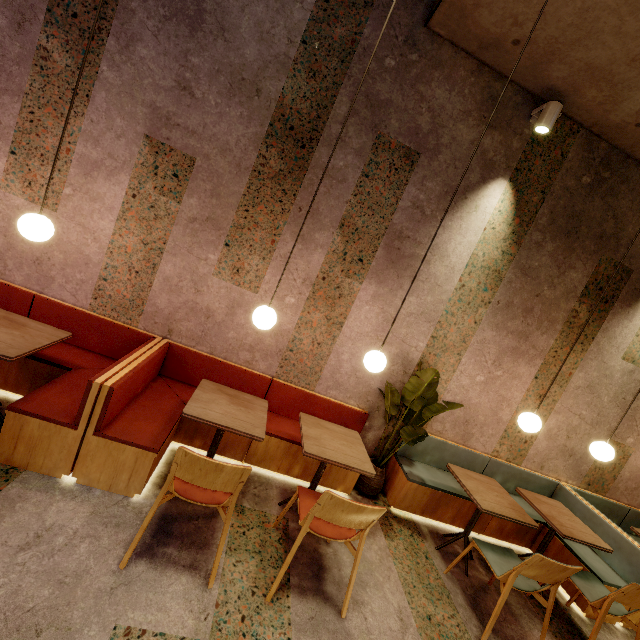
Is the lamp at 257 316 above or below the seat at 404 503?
above

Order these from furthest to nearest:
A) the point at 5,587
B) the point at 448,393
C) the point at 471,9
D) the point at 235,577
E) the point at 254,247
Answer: the point at 448,393 → the point at 254,247 → the point at 471,9 → the point at 235,577 → the point at 5,587

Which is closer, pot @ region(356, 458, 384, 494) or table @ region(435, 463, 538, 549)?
table @ region(435, 463, 538, 549)

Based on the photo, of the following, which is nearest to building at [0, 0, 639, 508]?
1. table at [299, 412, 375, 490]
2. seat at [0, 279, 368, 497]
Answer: seat at [0, 279, 368, 497]

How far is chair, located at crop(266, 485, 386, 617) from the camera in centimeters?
206cm

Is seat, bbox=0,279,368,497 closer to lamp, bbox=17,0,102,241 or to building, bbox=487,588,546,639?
building, bbox=487,588,546,639

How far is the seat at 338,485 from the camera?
3.4 meters

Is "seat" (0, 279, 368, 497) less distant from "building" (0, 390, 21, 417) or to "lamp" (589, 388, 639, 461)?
"building" (0, 390, 21, 417)
